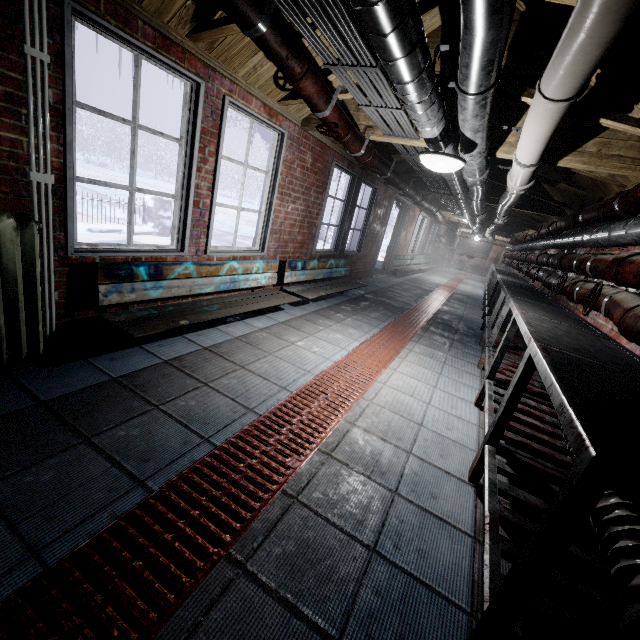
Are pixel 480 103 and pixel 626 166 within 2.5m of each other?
yes

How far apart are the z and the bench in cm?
181

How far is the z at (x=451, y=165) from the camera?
2.22m

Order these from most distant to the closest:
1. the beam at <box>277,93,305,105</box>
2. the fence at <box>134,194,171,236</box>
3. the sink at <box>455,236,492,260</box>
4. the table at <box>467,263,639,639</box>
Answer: the sink at <box>455,236,492,260</box>
the fence at <box>134,194,171,236</box>
the beam at <box>277,93,305,105</box>
the table at <box>467,263,639,639</box>

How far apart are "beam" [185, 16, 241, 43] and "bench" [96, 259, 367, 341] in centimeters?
151cm

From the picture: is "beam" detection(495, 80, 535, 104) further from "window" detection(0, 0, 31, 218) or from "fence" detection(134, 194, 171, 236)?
"fence" detection(134, 194, 171, 236)

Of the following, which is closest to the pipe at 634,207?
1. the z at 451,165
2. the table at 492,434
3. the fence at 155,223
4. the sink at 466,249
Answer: the table at 492,434

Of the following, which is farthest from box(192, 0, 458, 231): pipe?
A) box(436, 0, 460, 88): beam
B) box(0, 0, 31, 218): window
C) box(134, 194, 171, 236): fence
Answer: box(134, 194, 171, 236): fence
